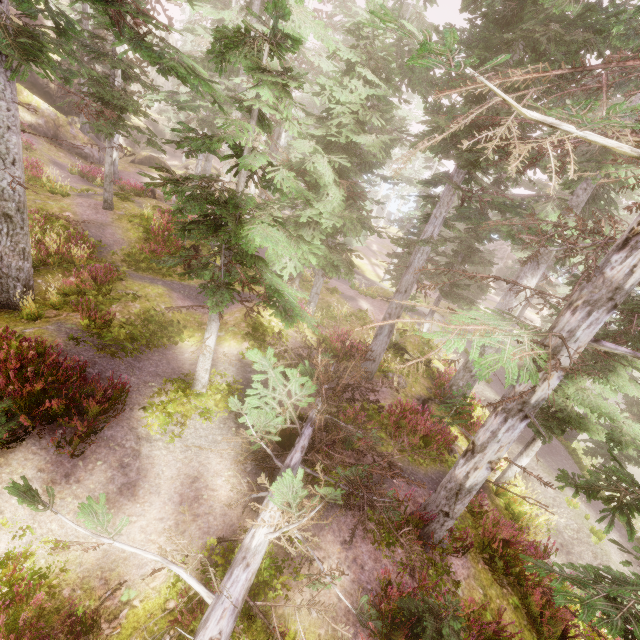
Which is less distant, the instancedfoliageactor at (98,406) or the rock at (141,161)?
the instancedfoliageactor at (98,406)

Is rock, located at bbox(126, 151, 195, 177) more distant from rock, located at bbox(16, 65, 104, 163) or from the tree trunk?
the tree trunk

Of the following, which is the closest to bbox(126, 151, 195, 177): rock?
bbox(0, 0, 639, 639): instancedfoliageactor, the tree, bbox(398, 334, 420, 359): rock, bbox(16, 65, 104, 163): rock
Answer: bbox(0, 0, 639, 639): instancedfoliageactor

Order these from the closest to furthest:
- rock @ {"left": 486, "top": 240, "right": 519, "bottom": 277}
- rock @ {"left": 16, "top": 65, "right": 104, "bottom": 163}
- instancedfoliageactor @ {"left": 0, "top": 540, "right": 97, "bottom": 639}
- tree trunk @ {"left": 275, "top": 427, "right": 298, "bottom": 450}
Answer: instancedfoliageactor @ {"left": 0, "top": 540, "right": 97, "bottom": 639}
tree trunk @ {"left": 275, "top": 427, "right": 298, "bottom": 450}
rock @ {"left": 16, "top": 65, "right": 104, "bottom": 163}
rock @ {"left": 486, "top": 240, "right": 519, "bottom": 277}

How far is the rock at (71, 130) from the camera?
24.86m

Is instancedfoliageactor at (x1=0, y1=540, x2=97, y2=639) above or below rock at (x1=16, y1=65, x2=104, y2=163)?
below

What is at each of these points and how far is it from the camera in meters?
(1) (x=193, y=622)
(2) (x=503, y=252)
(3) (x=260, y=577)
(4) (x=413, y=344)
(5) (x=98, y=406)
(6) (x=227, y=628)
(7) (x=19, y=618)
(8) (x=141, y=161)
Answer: (1) instancedfoliageactor, 5.0
(2) rock, 50.6
(3) instancedfoliageactor, 5.8
(4) rock, 18.5
(5) instancedfoliageactor, 7.1
(6) tree, 4.6
(7) instancedfoliageactor, 4.6
(8) rock, 33.2

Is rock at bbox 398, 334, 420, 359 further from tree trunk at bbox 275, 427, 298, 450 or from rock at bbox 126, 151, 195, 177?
rock at bbox 126, 151, 195, 177
